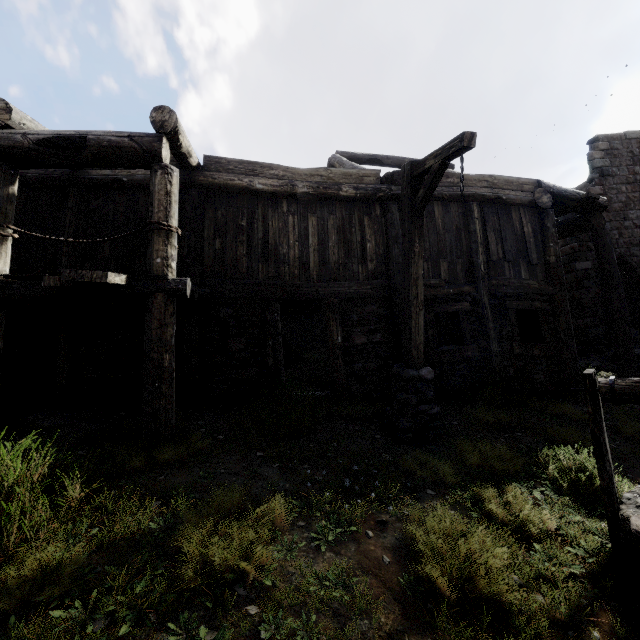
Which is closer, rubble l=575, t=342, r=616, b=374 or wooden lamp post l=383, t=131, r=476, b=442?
wooden lamp post l=383, t=131, r=476, b=442

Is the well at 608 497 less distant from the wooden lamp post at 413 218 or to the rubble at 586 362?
the wooden lamp post at 413 218

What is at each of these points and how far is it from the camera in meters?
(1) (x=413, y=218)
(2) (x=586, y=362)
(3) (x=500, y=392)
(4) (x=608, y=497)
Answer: (1) wooden lamp post, 5.5 m
(2) rubble, 12.8 m
(3) building, 7.4 m
(4) well, 3.2 m

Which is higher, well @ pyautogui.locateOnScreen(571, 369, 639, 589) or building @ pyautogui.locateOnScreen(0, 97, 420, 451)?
building @ pyautogui.locateOnScreen(0, 97, 420, 451)

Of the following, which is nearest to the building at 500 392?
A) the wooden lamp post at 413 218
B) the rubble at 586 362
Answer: the rubble at 586 362

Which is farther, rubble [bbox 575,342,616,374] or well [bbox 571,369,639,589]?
rubble [bbox 575,342,616,374]

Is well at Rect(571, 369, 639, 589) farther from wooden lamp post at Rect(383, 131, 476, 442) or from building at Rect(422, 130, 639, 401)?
building at Rect(422, 130, 639, 401)
